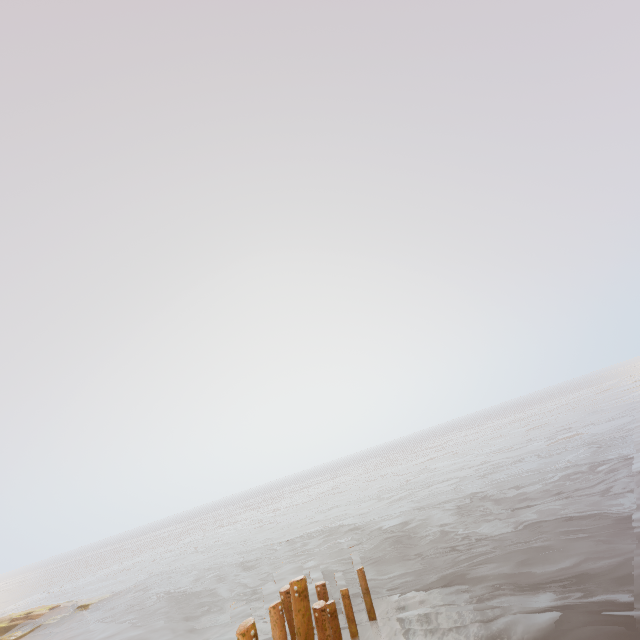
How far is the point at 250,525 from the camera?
43.1 meters
